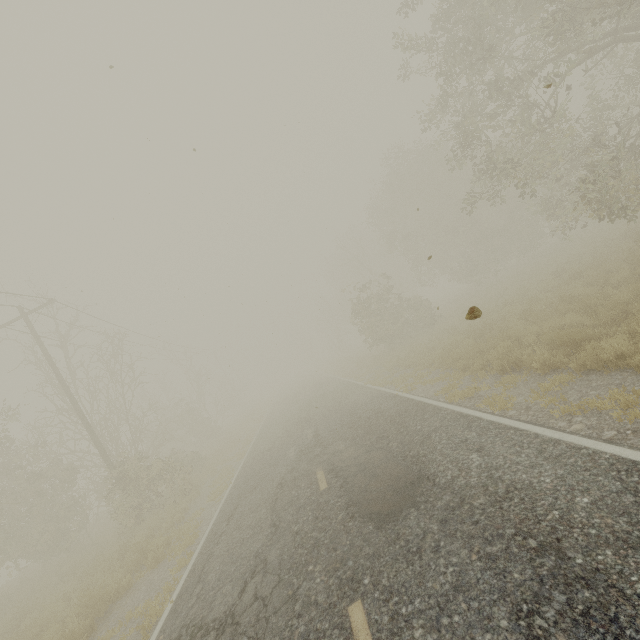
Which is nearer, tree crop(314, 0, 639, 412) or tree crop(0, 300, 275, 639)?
tree crop(314, 0, 639, 412)

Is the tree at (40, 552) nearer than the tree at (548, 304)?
No

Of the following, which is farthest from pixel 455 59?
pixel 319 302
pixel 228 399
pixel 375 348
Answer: pixel 228 399
